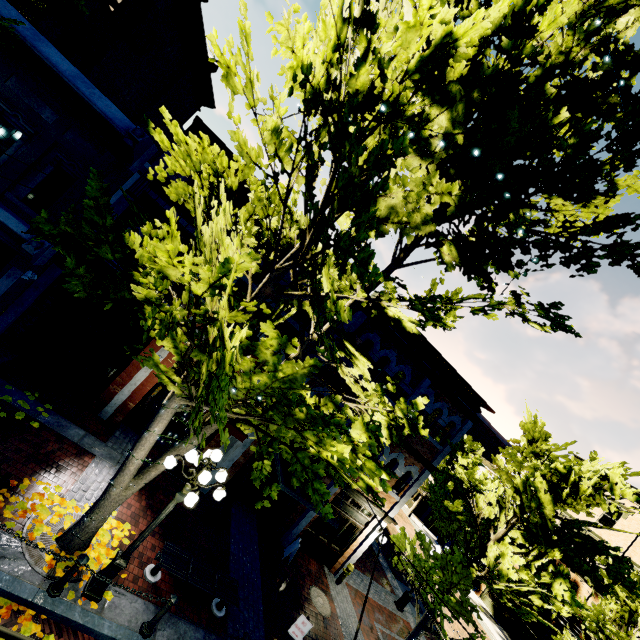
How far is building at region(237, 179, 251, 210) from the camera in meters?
10.8 m

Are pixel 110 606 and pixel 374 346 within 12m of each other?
yes

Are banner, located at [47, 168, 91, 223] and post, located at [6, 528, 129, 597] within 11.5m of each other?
yes

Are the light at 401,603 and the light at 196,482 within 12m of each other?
no

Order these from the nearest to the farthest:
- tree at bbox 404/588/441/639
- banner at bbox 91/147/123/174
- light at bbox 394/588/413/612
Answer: banner at bbox 91/147/123/174 < tree at bbox 404/588/441/639 < light at bbox 394/588/413/612

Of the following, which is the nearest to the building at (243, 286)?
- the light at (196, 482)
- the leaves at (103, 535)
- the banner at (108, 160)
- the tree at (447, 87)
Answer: the tree at (447, 87)

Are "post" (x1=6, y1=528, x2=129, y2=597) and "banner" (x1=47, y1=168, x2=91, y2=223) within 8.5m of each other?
yes

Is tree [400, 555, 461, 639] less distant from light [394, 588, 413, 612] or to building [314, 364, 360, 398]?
building [314, 364, 360, 398]
